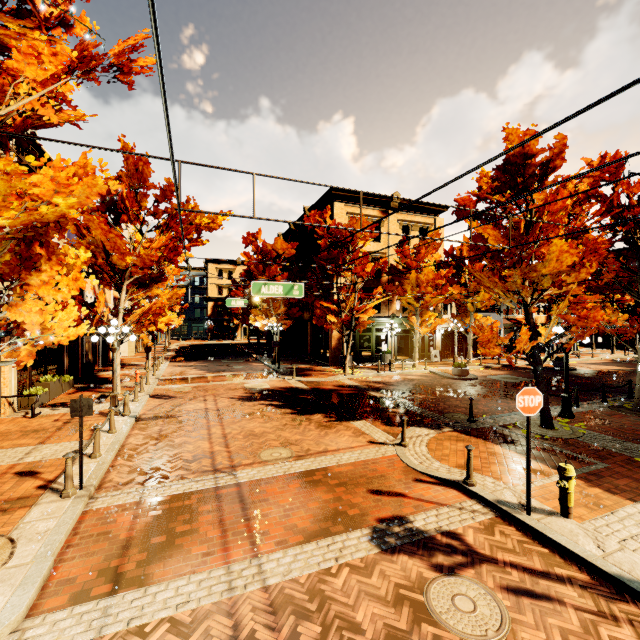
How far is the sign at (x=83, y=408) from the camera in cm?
686

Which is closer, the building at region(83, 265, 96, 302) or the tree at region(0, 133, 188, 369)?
the tree at region(0, 133, 188, 369)

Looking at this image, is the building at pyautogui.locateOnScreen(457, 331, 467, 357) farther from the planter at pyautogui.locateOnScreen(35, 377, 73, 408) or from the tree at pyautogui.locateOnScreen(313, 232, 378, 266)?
the planter at pyautogui.locateOnScreen(35, 377, 73, 408)

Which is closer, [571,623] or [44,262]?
[571,623]

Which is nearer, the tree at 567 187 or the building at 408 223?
the tree at 567 187

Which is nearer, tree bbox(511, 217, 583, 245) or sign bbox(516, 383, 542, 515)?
sign bbox(516, 383, 542, 515)

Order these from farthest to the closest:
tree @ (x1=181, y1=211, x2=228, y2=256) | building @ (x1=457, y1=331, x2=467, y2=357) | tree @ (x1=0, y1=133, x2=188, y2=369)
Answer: building @ (x1=457, y1=331, x2=467, y2=357), tree @ (x1=181, y1=211, x2=228, y2=256), tree @ (x1=0, y1=133, x2=188, y2=369)

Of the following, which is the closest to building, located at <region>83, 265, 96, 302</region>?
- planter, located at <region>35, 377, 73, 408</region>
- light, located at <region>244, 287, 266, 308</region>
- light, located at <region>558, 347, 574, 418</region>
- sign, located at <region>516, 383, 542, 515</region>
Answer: planter, located at <region>35, 377, 73, 408</region>
